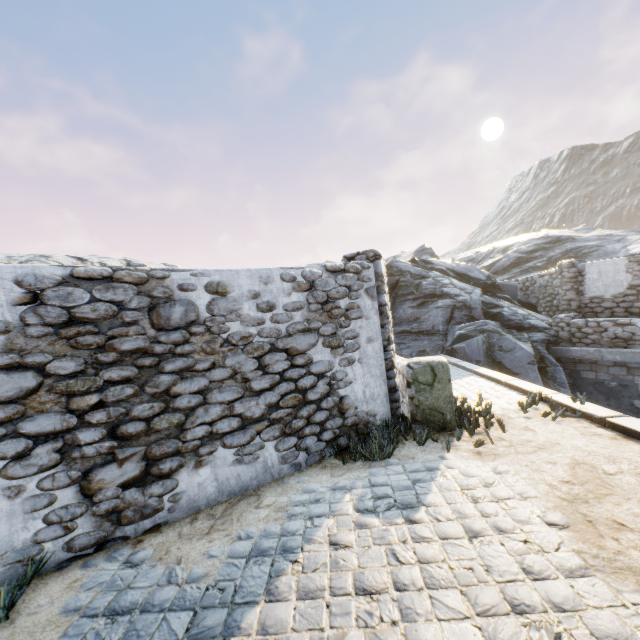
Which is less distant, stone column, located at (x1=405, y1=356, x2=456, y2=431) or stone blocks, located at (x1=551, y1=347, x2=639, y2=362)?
stone column, located at (x1=405, y1=356, x2=456, y2=431)

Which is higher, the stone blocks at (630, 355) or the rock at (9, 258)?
the rock at (9, 258)

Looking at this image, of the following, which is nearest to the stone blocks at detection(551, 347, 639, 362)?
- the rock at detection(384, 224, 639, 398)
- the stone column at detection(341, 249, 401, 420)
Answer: the rock at detection(384, 224, 639, 398)

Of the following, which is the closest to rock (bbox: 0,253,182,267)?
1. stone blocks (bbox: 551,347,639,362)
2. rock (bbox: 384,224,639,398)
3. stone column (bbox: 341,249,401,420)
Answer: stone blocks (bbox: 551,347,639,362)

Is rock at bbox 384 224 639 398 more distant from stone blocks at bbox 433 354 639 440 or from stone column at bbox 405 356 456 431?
stone column at bbox 405 356 456 431

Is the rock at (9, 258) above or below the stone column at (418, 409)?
above

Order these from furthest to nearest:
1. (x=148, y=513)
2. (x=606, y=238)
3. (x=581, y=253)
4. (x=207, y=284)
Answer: (x=606, y=238) < (x=581, y=253) < (x=207, y=284) < (x=148, y=513)

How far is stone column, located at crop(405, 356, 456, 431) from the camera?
5.3m
